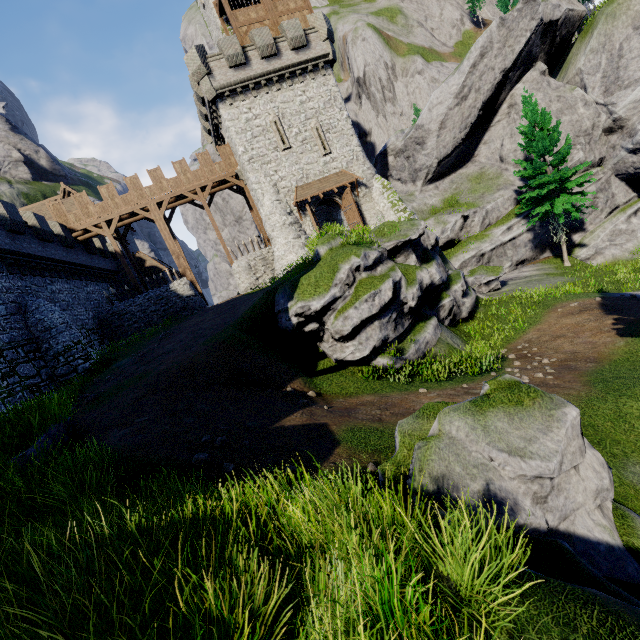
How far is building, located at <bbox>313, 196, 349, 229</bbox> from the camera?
27.1 meters

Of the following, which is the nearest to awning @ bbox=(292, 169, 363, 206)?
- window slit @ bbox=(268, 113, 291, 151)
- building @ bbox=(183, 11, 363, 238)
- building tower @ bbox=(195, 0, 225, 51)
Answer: building @ bbox=(183, 11, 363, 238)

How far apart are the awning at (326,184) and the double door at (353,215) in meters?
0.3 m

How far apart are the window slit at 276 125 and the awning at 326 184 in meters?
2.7 m

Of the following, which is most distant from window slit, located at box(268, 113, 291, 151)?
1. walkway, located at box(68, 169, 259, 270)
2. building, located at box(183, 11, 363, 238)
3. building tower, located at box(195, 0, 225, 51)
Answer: building tower, located at box(195, 0, 225, 51)

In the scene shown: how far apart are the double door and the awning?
0.3m

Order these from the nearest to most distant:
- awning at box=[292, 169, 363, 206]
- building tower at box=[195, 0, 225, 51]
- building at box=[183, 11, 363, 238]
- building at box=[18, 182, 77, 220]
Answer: building at box=[183, 11, 363, 238]
awning at box=[292, 169, 363, 206]
building tower at box=[195, 0, 225, 51]
building at box=[18, 182, 77, 220]

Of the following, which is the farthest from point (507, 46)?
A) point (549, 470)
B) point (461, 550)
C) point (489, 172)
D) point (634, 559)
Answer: point (461, 550)
